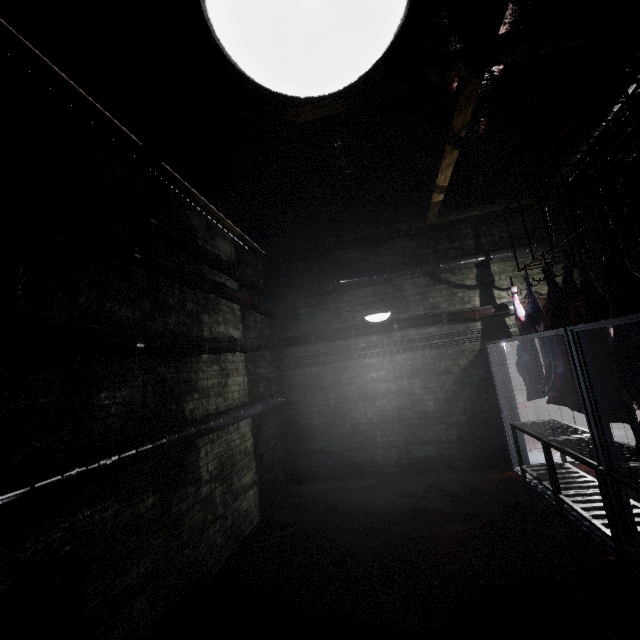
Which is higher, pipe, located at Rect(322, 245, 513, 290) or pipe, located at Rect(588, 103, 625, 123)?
pipe, located at Rect(588, 103, 625, 123)

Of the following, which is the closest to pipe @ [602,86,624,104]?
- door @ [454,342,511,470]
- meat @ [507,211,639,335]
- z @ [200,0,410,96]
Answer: door @ [454,342,511,470]

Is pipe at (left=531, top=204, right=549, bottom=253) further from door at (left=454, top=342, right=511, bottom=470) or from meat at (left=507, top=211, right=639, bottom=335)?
meat at (left=507, top=211, right=639, bottom=335)

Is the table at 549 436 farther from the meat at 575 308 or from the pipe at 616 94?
the pipe at 616 94

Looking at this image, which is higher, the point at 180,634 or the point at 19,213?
the point at 19,213

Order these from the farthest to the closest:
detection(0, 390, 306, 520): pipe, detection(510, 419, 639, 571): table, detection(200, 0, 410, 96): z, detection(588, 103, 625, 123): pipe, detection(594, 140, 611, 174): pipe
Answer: detection(594, 140, 611, 174): pipe < detection(588, 103, 625, 123): pipe < detection(510, 419, 639, 571): table < detection(0, 390, 306, 520): pipe < detection(200, 0, 410, 96): z

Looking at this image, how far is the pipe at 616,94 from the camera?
3.09m
